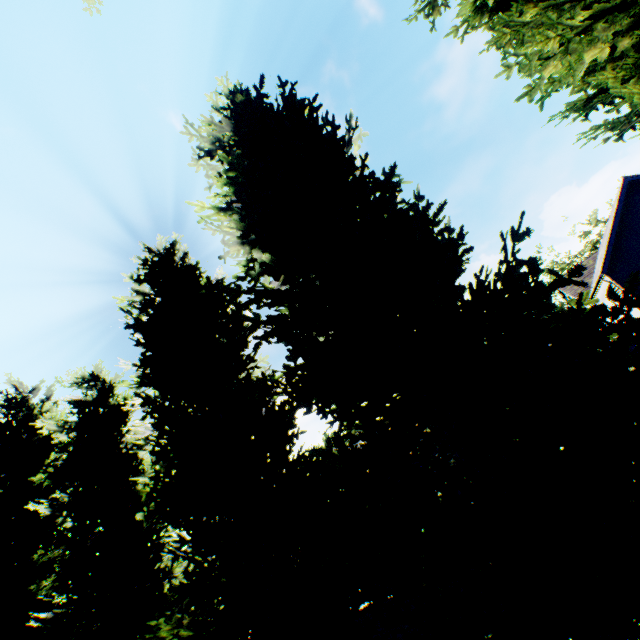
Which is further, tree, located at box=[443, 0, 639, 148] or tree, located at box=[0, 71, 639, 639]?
tree, located at box=[443, 0, 639, 148]

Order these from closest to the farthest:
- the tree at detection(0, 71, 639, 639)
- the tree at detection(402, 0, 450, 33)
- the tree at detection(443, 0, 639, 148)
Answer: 1. the tree at detection(0, 71, 639, 639)
2. the tree at detection(443, 0, 639, 148)
3. the tree at detection(402, 0, 450, 33)

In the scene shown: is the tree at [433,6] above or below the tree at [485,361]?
above

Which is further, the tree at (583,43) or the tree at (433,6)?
the tree at (433,6)

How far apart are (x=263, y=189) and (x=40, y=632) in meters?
15.4

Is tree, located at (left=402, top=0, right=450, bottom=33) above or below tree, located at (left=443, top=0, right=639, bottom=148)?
above
